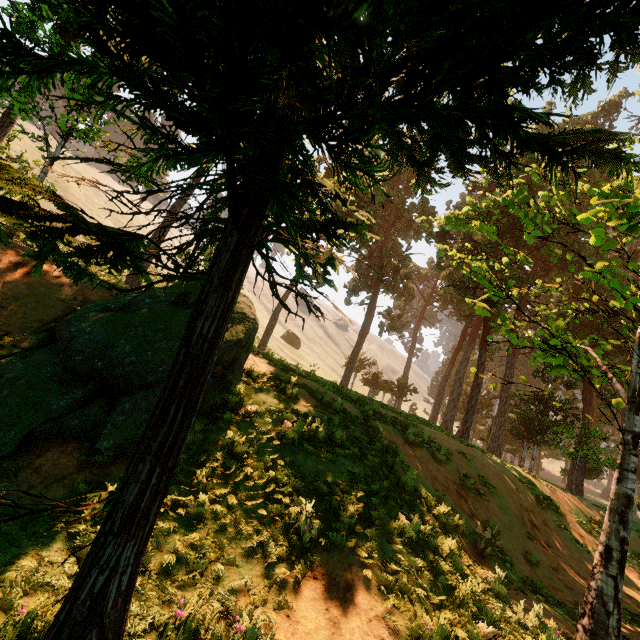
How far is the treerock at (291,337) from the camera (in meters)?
56.59

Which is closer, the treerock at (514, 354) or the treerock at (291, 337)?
the treerock at (514, 354)

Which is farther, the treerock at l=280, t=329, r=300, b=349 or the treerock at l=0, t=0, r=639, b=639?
the treerock at l=280, t=329, r=300, b=349

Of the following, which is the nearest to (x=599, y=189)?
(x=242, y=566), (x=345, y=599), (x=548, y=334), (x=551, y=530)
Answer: (x=345, y=599)

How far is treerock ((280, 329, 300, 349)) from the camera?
56.6m
